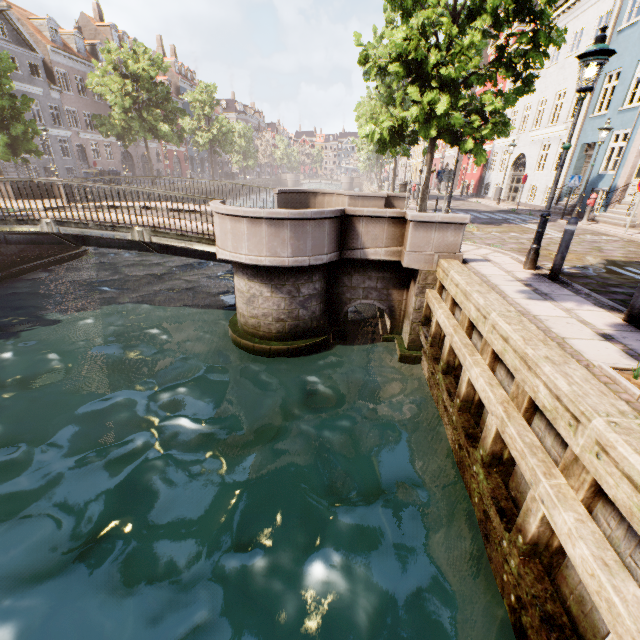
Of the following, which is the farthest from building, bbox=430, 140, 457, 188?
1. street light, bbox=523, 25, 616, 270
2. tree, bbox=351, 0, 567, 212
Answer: street light, bbox=523, 25, 616, 270

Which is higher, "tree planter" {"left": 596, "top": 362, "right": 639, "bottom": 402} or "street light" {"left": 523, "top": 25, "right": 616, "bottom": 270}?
"street light" {"left": 523, "top": 25, "right": 616, "bottom": 270}

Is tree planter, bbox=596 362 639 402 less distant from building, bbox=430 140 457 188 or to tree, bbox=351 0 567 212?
tree, bbox=351 0 567 212

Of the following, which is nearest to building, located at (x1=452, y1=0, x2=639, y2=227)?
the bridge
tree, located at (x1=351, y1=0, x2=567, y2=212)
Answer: tree, located at (x1=351, y1=0, x2=567, y2=212)

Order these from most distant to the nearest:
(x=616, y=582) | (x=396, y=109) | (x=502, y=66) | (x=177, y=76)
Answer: (x=177, y=76) < (x=396, y=109) < (x=502, y=66) < (x=616, y=582)

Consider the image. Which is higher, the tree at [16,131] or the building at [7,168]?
the tree at [16,131]

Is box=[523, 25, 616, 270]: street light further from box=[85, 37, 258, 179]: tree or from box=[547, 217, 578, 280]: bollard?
box=[85, 37, 258, 179]: tree

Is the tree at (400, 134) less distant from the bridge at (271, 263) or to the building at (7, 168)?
the bridge at (271, 263)
